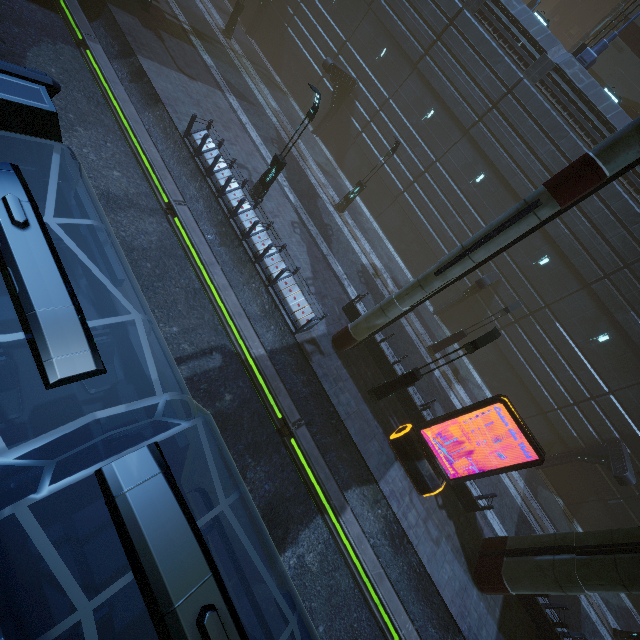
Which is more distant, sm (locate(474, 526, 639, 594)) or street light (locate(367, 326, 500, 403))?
street light (locate(367, 326, 500, 403))

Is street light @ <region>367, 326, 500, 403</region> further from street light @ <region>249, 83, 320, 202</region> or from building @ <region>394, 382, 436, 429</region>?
street light @ <region>249, 83, 320, 202</region>

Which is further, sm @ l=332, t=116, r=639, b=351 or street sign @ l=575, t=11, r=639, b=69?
street sign @ l=575, t=11, r=639, b=69

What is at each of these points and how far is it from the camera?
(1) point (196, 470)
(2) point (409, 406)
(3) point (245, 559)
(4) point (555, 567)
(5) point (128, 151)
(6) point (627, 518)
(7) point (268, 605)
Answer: (1) train rail, 9.15m
(2) building, 14.91m
(3) train rail, 8.80m
(4) sm, 10.78m
(5) train rail, 13.80m
(6) building, 19.28m
(7) train rail, 8.59m

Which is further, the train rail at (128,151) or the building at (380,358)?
the building at (380,358)

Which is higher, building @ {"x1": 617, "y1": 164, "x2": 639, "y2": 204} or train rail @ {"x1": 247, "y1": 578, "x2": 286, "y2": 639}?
building @ {"x1": 617, "y1": 164, "x2": 639, "y2": 204}

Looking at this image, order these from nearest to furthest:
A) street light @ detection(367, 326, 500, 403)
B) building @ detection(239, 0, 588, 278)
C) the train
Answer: the train, street light @ detection(367, 326, 500, 403), building @ detection(239, 0, 588, 278)

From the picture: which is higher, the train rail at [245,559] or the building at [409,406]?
the building at [409,406]
